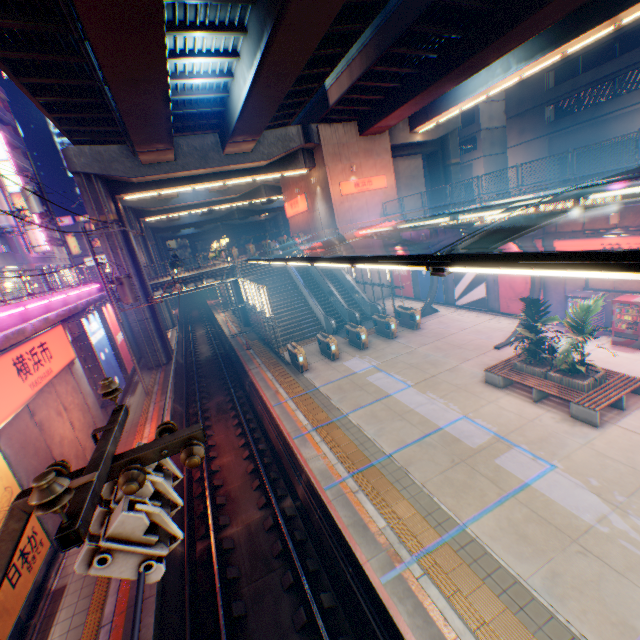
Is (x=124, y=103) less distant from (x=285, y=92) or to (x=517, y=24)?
(x=285, y=92)

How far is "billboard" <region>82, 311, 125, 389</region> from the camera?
15.2 meters

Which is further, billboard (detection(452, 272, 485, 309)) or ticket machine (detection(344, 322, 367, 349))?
billboard (detection(452, 272, 485, 309))

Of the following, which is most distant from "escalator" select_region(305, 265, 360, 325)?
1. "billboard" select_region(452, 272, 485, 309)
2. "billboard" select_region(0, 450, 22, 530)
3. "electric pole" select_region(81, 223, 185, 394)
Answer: "billboard" select_region(0, 450, 22, 530)

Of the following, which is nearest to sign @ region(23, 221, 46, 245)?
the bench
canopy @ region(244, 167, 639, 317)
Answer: canopy @ region(244, 167, 639, 317)

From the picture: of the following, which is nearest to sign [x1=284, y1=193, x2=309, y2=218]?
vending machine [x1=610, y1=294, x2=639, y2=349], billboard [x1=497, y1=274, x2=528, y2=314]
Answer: billboard [x1=497, y1=274, x2=528, y2=314]

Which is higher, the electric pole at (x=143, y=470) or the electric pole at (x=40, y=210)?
the electric pole at (x=40, y=210)

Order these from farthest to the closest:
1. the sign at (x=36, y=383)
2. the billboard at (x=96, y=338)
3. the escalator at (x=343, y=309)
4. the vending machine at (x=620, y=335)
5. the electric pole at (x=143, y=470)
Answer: the escalator at (x=343, y=309), the billboard at (x=96, y=338), the vending machine at (x=620, y=335), the sign at (x=36, y=383), the electric pole at (x=143, y=470)
